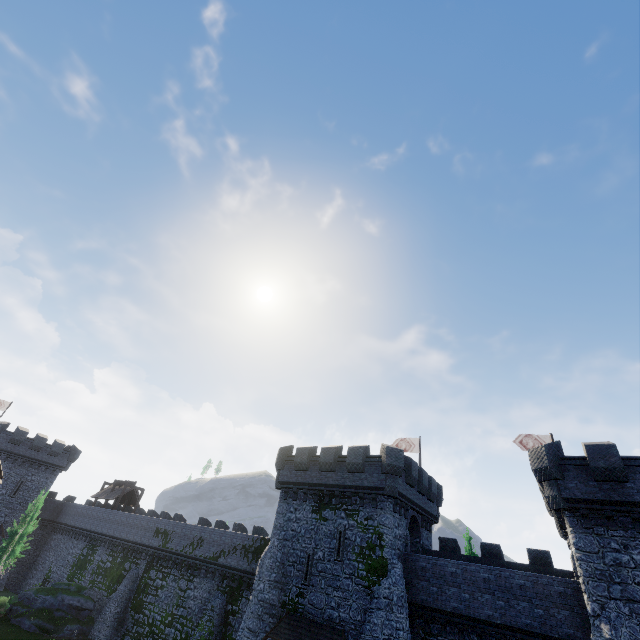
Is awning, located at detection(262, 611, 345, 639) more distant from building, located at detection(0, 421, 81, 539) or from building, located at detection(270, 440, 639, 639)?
building, located at detection(0, 421, 81, 539)

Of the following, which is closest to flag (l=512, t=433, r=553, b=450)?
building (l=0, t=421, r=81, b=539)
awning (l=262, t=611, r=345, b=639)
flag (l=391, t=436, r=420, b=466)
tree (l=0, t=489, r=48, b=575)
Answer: flag (l=391, t=436, r=420, b=466)

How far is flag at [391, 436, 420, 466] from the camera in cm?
3198

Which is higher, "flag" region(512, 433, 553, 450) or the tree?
"flag" region(512, 433, 553, 450)

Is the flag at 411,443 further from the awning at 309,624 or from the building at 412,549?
the awning at 309,624

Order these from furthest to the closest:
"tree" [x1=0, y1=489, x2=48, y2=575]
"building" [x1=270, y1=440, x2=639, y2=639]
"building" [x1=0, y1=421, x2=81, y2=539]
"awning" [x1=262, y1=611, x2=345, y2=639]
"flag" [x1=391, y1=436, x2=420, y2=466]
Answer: "building" [x1=0, y1=421, x2=81, y2=539] → "tree" [x1=0, y1=489, x2=48, y2=575] → "flag" [x1=391, y1=436, x2=420, y2=466] → "awning" [x1=262, y1=611, x2=345, y2=639] → "building" [x1=270, y1=440, x2=639, y2=639]

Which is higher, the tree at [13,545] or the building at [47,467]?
the building at [47,467]

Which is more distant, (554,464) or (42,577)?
(42,577)
